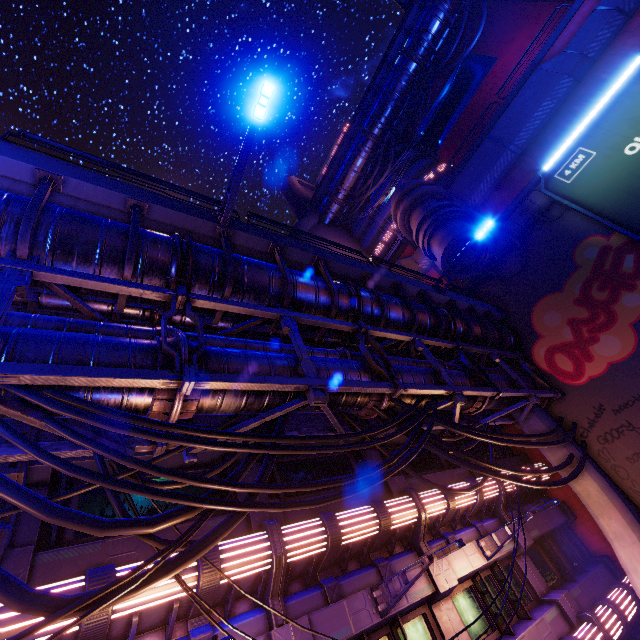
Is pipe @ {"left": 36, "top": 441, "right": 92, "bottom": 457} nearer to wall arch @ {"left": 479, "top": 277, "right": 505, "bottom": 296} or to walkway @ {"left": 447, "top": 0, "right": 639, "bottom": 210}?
wall arch @ {"left": 479, "top": 277, "right": 505, "bottom": 296}

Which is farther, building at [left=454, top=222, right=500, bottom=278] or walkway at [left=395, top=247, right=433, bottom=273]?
walkway at [left=395, top=247, right=433, bottom=273]

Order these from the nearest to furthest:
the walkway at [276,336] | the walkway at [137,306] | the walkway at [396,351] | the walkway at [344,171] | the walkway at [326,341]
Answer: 1. the walkway at [137,306]
2. the walkway at [276,336]
3. the walkway at [326,341]
4. the walkway at [396,351]
5. the walkway at [344,171]

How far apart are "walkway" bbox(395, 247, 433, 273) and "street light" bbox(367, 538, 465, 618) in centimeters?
1929cm

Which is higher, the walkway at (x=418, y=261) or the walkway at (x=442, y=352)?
the walkway at (x=418, y=261)

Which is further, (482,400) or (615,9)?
(615,9)

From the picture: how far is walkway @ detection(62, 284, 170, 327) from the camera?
6.38m

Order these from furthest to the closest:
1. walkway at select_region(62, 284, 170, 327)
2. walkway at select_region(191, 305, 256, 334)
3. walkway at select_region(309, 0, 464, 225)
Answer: walkway at select_region(309, 0, 464, 225)
walkway at select_region(191, 305, 256, 334)
walkway at select_region(62, 284, 170, 327)
